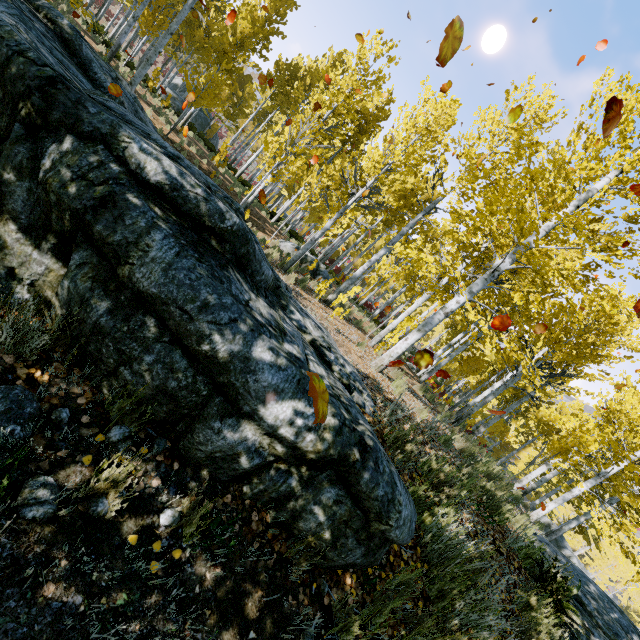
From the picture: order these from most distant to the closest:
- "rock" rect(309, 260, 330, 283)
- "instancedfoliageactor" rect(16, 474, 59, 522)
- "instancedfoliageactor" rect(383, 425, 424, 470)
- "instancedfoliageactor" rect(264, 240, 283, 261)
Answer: "rock" rect(309, 260, 330, 283) → "instancedfoliageactor" rect(264, 240, 283, 261) → "instancedfoliageactor" rect(383, 425, 424, 470) → "instancedfoliageactor" rect(16, 474, 59, 522)

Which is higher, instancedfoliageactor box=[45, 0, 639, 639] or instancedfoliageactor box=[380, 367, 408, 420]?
instancedfoliageactor box=[380, 367, 408, 420]

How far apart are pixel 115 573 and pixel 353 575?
1.8m

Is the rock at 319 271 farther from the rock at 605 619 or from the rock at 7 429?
the rock at 605 619

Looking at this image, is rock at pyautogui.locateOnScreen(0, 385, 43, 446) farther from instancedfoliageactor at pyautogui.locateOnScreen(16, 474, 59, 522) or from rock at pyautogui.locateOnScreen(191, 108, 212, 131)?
rock at pyautogui.locateOnScreen(191, 108, 212, 131)

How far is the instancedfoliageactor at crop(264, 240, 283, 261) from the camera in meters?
9.1 m

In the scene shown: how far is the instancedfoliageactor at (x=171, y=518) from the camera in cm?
194

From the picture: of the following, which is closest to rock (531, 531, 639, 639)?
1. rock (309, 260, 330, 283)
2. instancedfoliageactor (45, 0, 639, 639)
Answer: instancedfoliageactor (45, 0, 639, 639)
